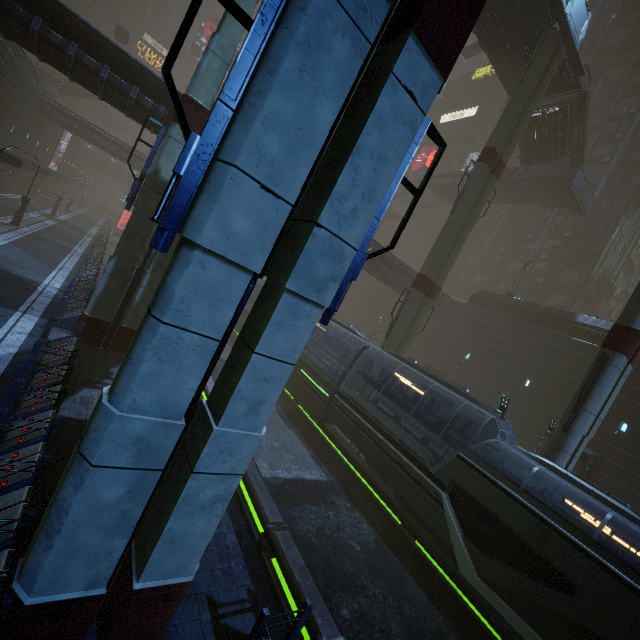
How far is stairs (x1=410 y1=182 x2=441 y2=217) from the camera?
45.7 meters

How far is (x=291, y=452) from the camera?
14.7m

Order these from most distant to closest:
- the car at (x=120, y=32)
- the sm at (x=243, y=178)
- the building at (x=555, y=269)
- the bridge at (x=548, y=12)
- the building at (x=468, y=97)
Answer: the building at (x=468, y=97)
the car at (x=120, y=32)
the building at (x=555, y=269)
the bridge at (x=548, y=12)
the sm at (x=243, y=178)

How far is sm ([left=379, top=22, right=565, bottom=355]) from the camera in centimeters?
2003cm

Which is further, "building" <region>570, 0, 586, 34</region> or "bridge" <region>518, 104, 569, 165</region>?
→ "building" <region>570, 0, 586, 34</region>

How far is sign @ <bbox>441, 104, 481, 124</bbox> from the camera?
54.33m

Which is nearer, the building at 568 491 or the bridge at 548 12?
the building at 568 491

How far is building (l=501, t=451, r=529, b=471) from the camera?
24.36m
